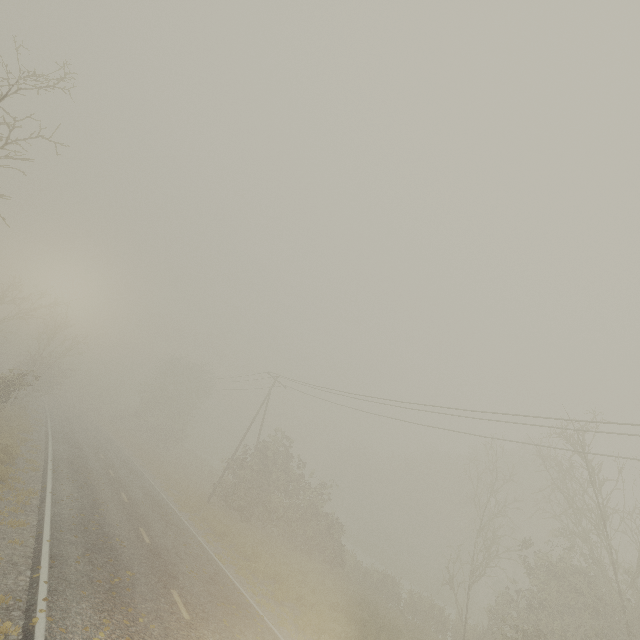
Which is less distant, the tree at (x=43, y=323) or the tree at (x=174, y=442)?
the tree at (x=43, y=323)

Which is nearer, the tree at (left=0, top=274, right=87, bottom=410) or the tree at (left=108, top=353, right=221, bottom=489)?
the tree at (left=0, top=274, right=87, bottom=410)

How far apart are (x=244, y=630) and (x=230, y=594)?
2.34m

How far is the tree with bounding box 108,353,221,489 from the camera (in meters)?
46.50

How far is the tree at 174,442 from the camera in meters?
46.5
